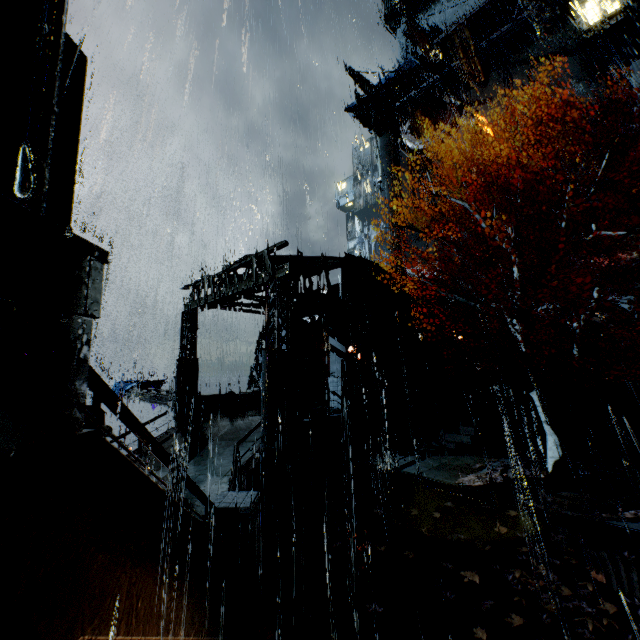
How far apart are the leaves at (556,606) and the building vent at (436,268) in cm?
3152

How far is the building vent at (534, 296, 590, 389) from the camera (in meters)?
20.92

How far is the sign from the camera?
29.9 meters

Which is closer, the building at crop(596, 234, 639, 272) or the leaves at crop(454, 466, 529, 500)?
the leaves at crop(454, 466, 529, 500)

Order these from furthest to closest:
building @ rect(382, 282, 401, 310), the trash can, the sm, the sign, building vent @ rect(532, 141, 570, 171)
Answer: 1. the sign
2. building vent @ rect(532, 141, 570, 171)
3. building @ rect(382, 282, 401, 310)
4. the trash can
5. the sm

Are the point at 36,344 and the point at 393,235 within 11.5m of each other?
no

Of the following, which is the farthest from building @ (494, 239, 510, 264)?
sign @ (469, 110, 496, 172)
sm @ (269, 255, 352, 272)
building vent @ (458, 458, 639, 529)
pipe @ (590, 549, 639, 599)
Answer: building vent @ (458, 458, 639, 529)

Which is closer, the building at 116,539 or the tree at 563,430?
the building at 116,539
